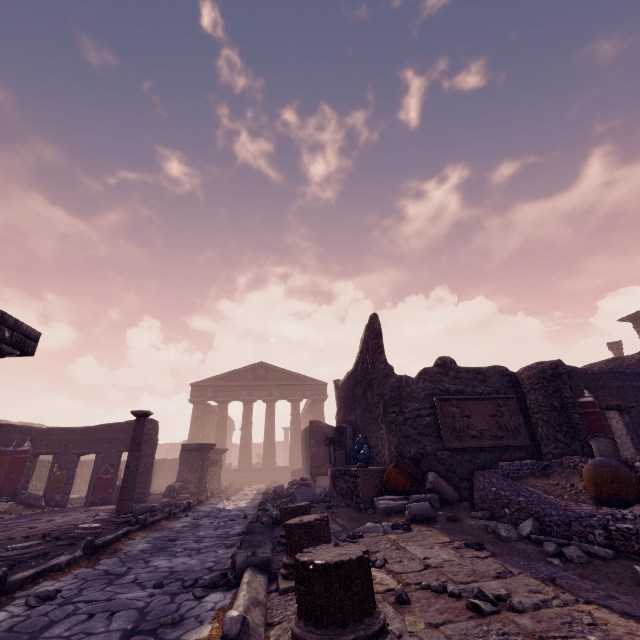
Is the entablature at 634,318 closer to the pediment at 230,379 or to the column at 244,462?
the pediment at 230,379

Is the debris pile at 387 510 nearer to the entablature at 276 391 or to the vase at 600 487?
the vase at 600 487

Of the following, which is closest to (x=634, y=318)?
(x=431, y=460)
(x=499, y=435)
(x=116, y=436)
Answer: (x=499, y=435)

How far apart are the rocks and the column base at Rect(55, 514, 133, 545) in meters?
6.3 m

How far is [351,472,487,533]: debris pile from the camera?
4.70m

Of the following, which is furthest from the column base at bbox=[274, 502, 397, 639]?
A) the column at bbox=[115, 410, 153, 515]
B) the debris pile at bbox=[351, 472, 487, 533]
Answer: the column at bbox=[115, 410, 153, 515]

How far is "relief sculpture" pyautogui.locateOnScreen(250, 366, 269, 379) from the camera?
28.1m

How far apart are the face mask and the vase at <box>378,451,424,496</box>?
1.7m
